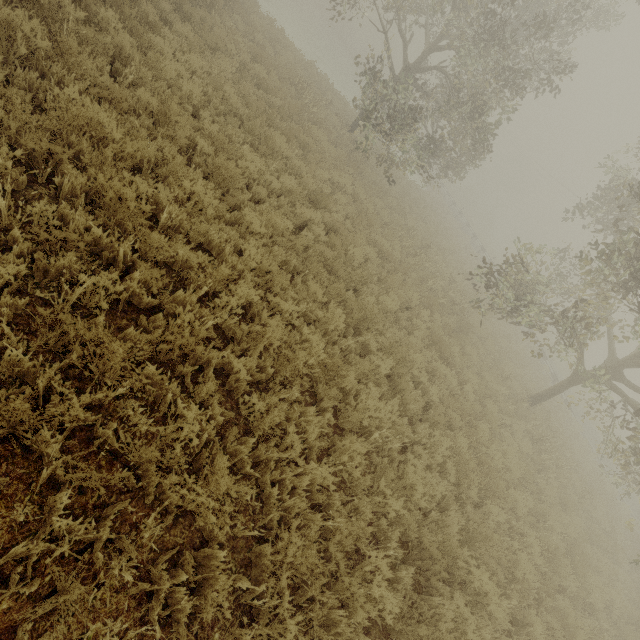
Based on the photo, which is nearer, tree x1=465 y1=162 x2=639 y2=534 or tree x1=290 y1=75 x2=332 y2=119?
tree x1=465 y1=162 x2=639 y2=534

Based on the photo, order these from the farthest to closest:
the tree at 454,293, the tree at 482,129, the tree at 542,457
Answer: the tree at 454,293
the tree at 482,129
the tree at 542,457

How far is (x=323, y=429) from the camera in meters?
4.6

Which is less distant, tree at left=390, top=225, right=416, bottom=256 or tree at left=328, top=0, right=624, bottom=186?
tree at left=328, top=0, right=624, bottom=186

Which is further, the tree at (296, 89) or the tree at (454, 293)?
the tree at (296, 89)

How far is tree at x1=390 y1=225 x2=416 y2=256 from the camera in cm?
1219
